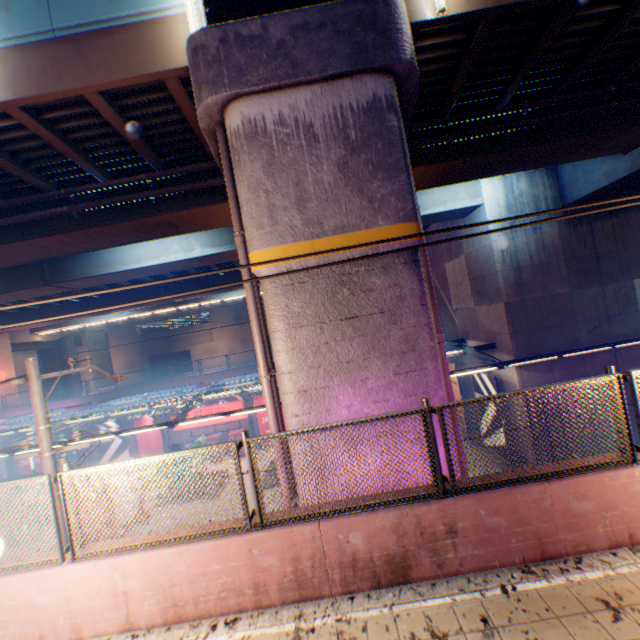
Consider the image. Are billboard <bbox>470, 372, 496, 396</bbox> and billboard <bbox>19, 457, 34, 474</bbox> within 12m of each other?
no

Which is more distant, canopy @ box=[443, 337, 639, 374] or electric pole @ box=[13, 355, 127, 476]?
canopy @ box=[443, 337, 639, 374]

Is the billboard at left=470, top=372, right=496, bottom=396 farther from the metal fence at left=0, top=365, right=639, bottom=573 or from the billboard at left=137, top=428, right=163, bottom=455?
the billboard at left=137, top=428, right=163, bottom=455

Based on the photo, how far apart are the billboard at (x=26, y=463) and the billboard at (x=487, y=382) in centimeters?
3423cm

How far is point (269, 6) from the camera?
5.9m

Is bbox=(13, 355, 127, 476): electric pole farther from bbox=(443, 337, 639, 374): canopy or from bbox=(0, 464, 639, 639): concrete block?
bbox=(443, 337, 639, 374): canopy

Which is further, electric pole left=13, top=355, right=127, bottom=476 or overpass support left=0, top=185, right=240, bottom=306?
overpass support left=0, top=185, right=240, bottom=306

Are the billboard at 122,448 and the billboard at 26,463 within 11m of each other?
yes
